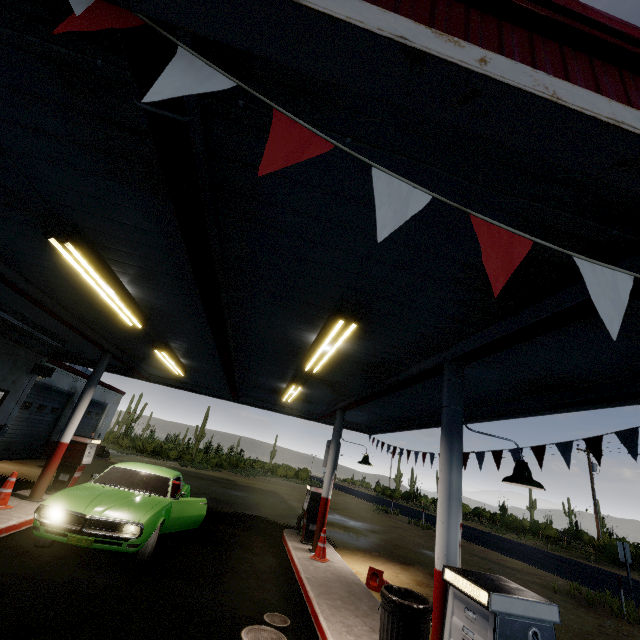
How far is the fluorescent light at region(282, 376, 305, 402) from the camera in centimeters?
827cm

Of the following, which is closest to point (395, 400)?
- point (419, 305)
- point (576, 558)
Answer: point (419, 305)

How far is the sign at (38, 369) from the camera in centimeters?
1192cm

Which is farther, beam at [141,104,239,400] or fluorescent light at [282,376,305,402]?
fluorescent light at [282,376,305,402]

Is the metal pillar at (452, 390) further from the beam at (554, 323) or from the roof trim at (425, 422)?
the roof trim at (425, 422)

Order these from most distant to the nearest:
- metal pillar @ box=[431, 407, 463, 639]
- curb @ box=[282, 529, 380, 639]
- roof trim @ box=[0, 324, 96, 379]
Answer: roof trim @ box=[0, 324, 96, 379] → curb @ box=[282, 529, 380, 639] → metal pillar @ box=[431, 407, 463, 639]

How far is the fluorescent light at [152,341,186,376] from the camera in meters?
7.9

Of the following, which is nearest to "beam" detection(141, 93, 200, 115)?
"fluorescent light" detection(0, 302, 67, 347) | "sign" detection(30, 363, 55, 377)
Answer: "fluorescent light" detection(0, 302, 67, 347)
